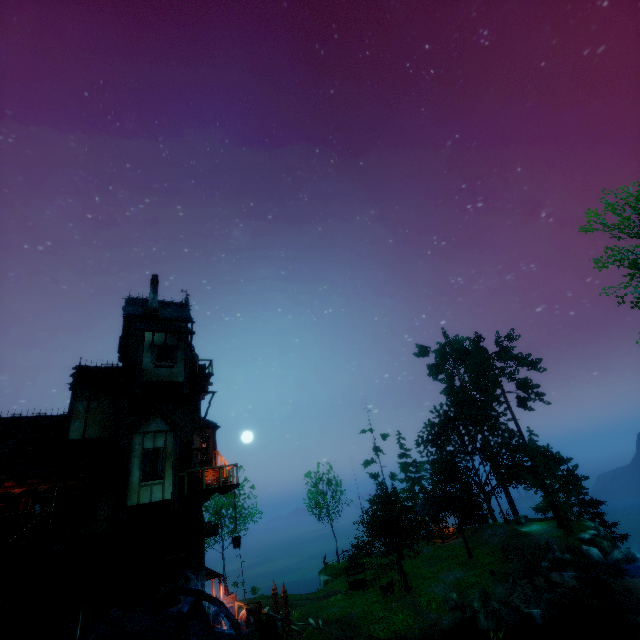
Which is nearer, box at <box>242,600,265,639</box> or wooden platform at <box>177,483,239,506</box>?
wooden platform at <box>177,483,239,506</box>

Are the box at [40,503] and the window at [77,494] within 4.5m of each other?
yes

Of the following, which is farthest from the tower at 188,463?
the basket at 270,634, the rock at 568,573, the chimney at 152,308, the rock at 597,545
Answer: the rock at 597,545

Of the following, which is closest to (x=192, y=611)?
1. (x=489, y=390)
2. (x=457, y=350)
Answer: (x=489, y=390)

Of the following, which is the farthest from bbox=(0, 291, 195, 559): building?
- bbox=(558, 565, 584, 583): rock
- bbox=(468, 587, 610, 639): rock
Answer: bbox=(558, 565, 584, 583): rock

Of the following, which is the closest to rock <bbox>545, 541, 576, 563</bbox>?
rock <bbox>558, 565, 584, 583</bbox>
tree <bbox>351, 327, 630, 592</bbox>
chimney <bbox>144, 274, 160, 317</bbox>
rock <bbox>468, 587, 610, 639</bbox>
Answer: rock <bbox>558, 565, 584, 583</bbox>

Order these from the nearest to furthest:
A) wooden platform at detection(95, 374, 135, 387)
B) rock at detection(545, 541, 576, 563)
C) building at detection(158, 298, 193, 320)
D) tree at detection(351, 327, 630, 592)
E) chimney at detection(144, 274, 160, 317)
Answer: wooden platform at detection(95, 374, 135, 387) → chimney at detection(144, 274, 160, 317) → building at detection(158, 298, 193, 320) → rock at detection(545, 541, 576, 563) → tree at detection(351, 327, 630, 592)

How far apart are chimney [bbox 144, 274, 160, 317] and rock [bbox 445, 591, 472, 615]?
26.38m
